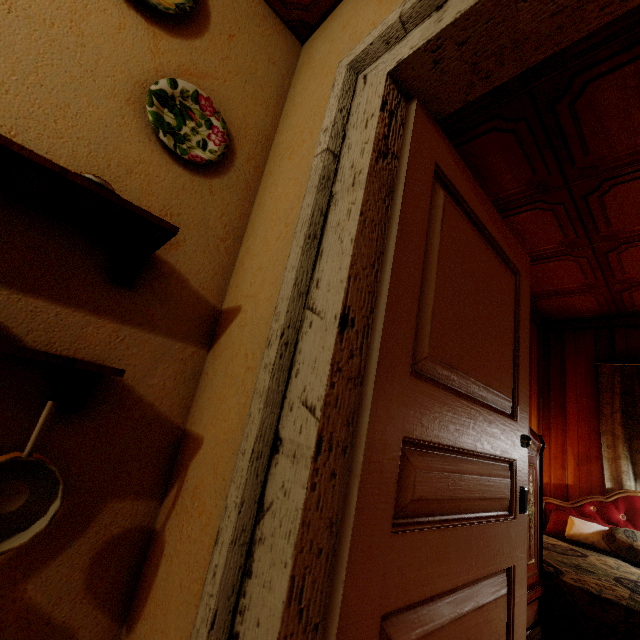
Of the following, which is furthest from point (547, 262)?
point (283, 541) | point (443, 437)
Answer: point (283, 541)

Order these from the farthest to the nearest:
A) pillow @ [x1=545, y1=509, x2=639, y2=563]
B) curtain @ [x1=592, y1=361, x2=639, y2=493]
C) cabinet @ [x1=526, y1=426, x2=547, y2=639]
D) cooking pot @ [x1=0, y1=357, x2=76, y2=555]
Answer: curtain @ [x1=592, y1=361, x2=639, y2=493], pillow @ [x1=545, y1=509, x2=639, y2=563], cabinet @ [x1=526, y1=426, x2=547, y2=639], cooking pot @ [x1=0, y1=357, x2=76, y2=555]

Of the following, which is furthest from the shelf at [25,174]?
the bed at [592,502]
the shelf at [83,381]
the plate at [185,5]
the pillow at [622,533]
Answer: the pillow at [622,533]

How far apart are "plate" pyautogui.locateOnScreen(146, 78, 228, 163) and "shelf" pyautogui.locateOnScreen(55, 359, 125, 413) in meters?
0.8 m

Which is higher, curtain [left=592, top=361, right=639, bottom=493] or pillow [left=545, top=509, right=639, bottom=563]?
curtain [left=592, top=361, right=639, bottom=493]

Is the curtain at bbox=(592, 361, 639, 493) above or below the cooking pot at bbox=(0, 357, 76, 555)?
above

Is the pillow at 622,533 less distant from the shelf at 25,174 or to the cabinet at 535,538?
the cabinet at 535,538

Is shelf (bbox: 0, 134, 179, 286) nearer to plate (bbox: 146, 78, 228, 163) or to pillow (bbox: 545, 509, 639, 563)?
plate (bbox: 146, 78, 228, 163)
